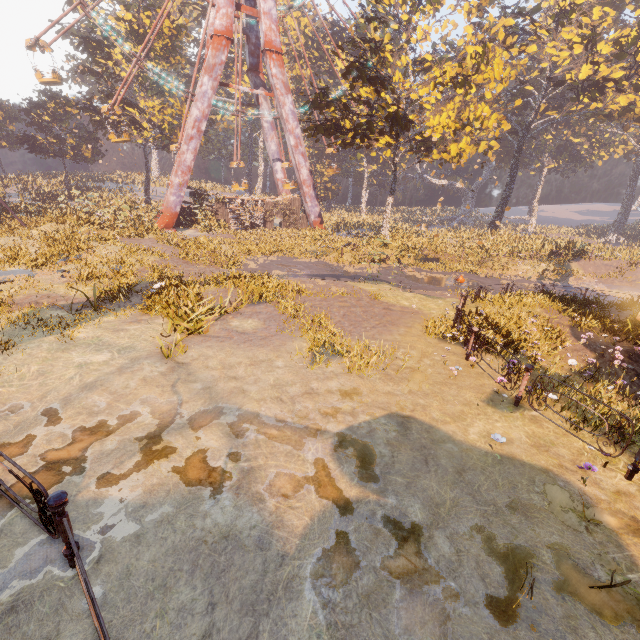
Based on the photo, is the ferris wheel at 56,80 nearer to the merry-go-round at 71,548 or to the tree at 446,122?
the tree at 446,122

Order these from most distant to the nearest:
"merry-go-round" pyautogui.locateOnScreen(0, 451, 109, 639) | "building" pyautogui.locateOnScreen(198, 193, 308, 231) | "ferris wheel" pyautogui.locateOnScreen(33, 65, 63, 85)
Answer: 1. "building" pyautogui.locateOnScreen(198, 193, 308, 231)
2. "ferris wheel" pyautogui.locateOnScreen(33, 65, 63, 85)
3. "merry-go-round" pyautogui.locateOnScreen(0, 451, 109, 639)

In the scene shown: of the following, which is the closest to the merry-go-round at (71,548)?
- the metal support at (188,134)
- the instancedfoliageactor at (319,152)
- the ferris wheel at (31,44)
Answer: the metal support at (188,134)

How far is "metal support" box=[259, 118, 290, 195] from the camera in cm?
3516

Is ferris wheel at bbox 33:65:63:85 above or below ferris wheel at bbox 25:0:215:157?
below

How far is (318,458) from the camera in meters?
5.1

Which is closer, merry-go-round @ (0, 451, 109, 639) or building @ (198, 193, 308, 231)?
merry-go-round @ (0, 451, 109, 639)

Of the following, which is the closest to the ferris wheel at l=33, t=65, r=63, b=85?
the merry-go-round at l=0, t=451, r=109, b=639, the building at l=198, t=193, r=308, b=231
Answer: the building at l=198, t=193, r=308, b=231
